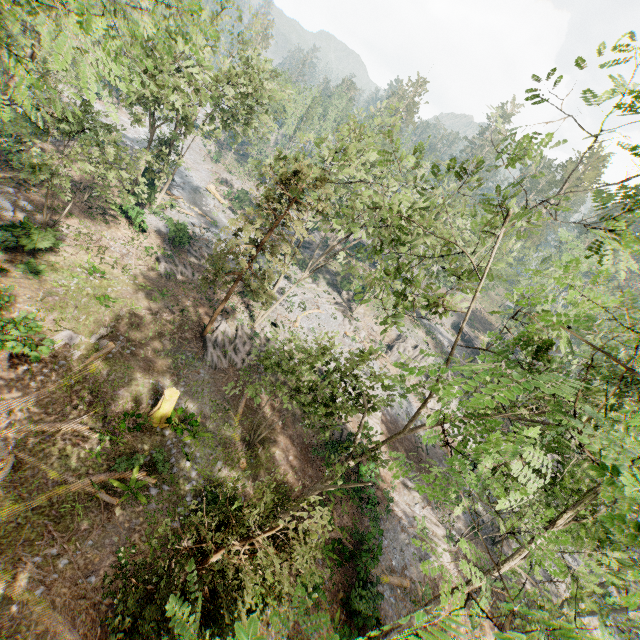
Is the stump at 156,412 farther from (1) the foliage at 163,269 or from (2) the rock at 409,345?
(2) the rock at 409,345

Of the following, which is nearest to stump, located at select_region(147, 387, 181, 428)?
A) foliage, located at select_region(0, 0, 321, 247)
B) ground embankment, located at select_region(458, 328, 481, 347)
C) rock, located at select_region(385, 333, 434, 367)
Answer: foliage, located at select_region(0, 0, 321, 247)

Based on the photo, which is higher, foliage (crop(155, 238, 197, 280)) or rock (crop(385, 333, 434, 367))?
rock (crop(385, 333, 434, 367))

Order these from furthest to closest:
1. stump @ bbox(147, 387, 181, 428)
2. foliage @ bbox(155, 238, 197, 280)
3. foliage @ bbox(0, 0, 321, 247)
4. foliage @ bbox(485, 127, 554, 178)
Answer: foliage @ bbox(155, 238, 197, 280)
stump @ bbox(147, 387, 181, 428)
foliage @ bbox(485, 127, 554, 178)
foliage @ bbox(0, 0, 321, 247)

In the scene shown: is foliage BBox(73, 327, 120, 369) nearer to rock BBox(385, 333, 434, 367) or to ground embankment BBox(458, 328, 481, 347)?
rock BBox(385, 333, 434, 367)

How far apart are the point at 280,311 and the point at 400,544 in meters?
22.5 m

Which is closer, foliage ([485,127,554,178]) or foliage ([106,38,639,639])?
foliage ([106,38,639,639])

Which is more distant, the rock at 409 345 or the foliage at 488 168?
the rock at 409 345
